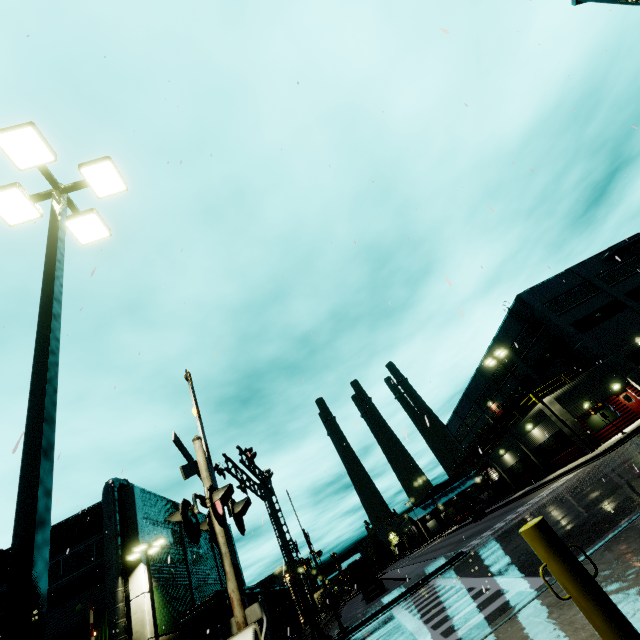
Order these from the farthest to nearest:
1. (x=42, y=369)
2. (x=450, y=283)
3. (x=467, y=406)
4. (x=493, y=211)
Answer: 1. (x=467, y=406)
2. (x=493, y=211)
3. (x=42, y=369)
4. (x=450, y=283)

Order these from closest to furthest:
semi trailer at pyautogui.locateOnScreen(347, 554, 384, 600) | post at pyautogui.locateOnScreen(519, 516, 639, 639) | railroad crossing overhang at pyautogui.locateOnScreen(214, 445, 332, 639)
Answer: post at pyautogui.locateOnScreen(519, 516, 639, 639) → railroad crossing overhang at pyautogui.locateOnScreen(214, 445, 332, 639) → semi trailer at pyautogui.locateOnScreen(347, 554, 384, 600)

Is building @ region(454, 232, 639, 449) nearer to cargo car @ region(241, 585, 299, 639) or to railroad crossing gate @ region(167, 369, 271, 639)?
cargo car @ region(241, 585, 299, 639)

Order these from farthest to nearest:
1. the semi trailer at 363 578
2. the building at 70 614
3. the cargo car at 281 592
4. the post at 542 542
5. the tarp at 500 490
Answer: the tarp at 500 490
the semi trailer at 363 578
the cargo car at 281 592
the building at 70 614
the post at 542 542

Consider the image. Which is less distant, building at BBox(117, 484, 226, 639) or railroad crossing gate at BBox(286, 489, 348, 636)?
railroad crossing gate at BBox(286, 489, 348, 636)

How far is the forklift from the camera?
39.1 meters

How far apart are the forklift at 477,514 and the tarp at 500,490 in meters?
3.3 m

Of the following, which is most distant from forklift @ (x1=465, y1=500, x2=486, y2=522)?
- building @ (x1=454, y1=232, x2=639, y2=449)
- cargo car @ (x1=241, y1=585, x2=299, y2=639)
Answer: cargo car @ (x1=241, y1=585, x2=299, y2=639)
